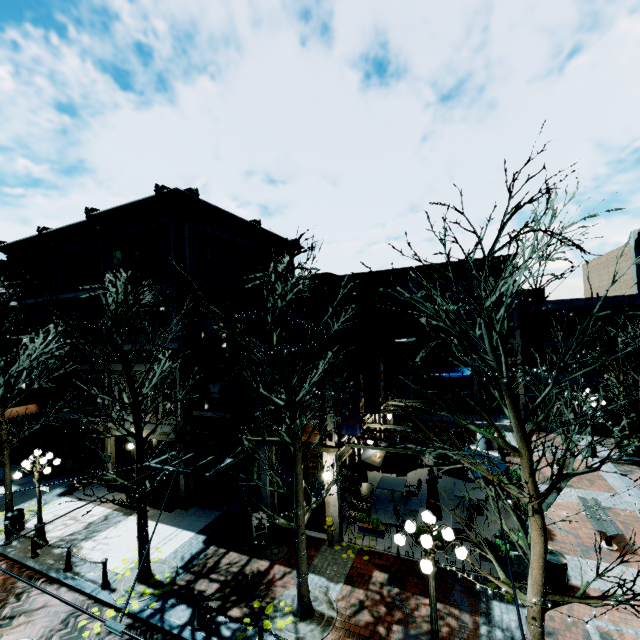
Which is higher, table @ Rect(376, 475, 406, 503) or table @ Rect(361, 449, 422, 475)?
table @ Rect(361, 449, 422, 475)

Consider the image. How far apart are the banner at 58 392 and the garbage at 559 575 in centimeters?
2250cm

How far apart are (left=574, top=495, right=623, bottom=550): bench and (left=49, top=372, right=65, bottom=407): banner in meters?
24.7

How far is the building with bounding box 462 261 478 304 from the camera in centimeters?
2483cm

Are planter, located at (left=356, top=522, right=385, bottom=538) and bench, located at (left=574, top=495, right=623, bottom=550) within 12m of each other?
yes

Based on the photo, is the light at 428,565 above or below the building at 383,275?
below

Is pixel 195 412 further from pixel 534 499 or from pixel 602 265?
pixel 602 265

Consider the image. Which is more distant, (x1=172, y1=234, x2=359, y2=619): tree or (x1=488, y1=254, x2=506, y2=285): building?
(x1=488, y1=254, x2=506, y2=285): building
